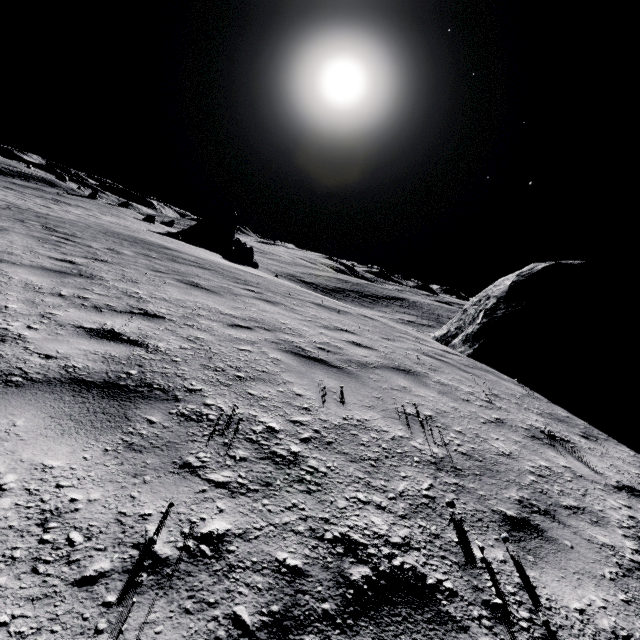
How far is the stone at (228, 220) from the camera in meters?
29.8

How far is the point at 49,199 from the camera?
30.33m

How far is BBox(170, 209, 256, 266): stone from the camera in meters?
29.8 m

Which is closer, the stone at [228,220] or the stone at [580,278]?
the stone at [580,278]

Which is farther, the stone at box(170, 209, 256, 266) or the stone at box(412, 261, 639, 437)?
the stone at box(170, 209, 256, 266)
